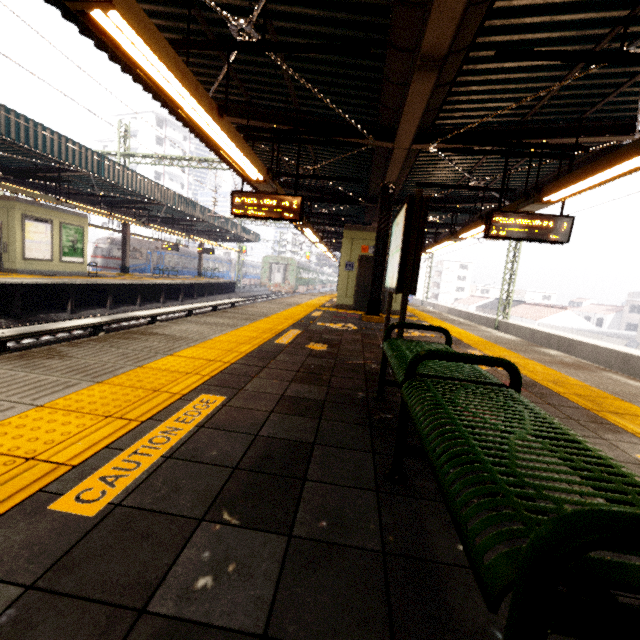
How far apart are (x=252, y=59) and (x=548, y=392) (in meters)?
6.30

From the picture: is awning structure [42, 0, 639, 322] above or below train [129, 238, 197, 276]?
above

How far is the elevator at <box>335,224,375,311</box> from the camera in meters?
11.2

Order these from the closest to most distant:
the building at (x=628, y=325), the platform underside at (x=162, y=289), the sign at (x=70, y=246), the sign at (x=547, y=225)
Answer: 1. the sign at (x=547, y=225)
2. the platform underside at (x=162, y=289)
3. the sign at (x=70, y=246)
4. the building at (x=628, y=325)

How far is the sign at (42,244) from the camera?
12.8 meters

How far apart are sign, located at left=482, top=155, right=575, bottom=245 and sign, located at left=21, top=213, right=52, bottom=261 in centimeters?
1641cm

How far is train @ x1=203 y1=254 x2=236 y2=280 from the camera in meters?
38.8 m

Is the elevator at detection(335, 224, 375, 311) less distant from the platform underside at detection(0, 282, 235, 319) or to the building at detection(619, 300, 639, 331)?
the platform underside at detection(0, 282, 235, 319)
